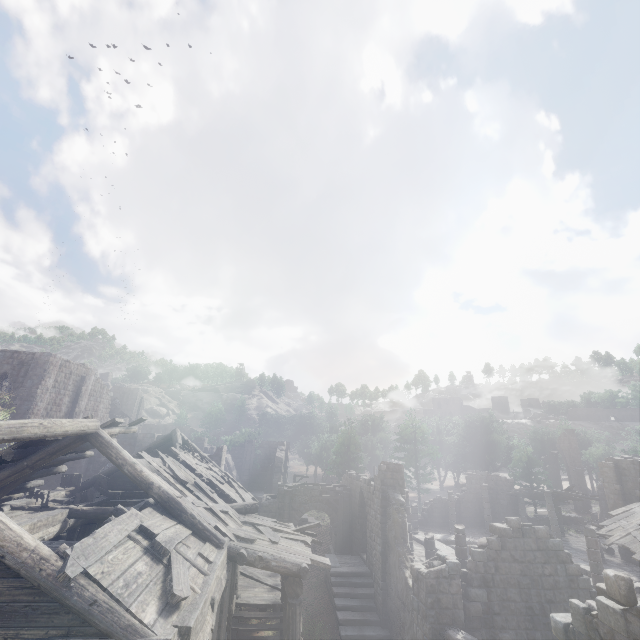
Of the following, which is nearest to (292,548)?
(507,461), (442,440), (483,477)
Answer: (483,477)

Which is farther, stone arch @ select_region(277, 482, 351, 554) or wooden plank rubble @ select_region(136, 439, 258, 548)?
stone arch @ select_region(277, 482, 351, 554)

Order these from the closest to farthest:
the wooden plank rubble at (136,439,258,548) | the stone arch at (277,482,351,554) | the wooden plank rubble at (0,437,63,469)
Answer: the wooden plank rubble at (0,437,63,469)
the wooden plank rubble at (136,439,258,548)
the stone arch at (277,482,351,554)

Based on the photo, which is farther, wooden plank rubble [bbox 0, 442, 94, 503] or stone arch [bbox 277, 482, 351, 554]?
stone arch [bbox 277, 482, 351, 554]

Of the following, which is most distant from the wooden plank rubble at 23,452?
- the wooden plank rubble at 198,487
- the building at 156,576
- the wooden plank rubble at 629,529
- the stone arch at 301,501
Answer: the wooden plank rubble at 629,529

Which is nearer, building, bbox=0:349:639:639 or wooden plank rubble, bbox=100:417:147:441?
building, bbox=0:349:639:639

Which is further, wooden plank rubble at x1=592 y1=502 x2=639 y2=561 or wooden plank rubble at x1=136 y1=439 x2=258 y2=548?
wooden plank rubble at x1=592 y1=502 x2=639 y2=561

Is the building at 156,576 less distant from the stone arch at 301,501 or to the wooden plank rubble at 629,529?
the stone arch at 301,501
